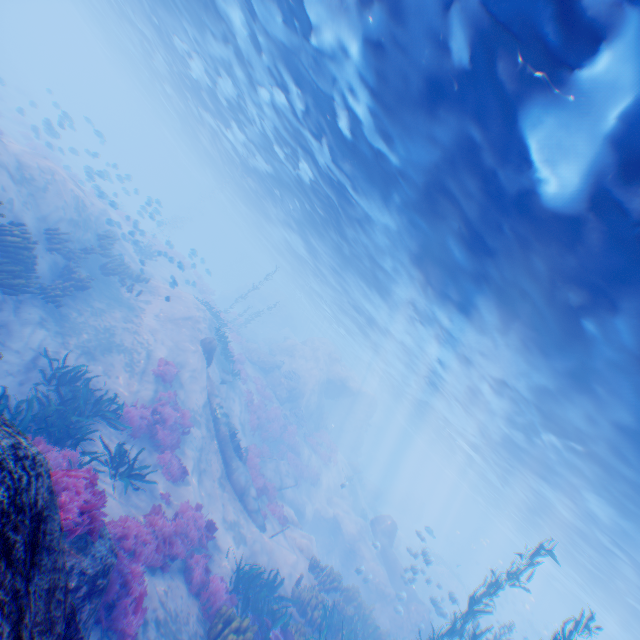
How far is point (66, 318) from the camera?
12.1m

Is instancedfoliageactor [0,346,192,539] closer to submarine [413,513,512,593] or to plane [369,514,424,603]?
plane [369,514,424,603]

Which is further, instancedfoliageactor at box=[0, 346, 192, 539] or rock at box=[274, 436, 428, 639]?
rock at box=[274, 436, 428, 639]

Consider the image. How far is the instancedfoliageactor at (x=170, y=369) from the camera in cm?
1424

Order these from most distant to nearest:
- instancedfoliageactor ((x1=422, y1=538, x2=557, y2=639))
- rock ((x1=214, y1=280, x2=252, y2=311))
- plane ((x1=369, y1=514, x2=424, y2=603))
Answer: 1. rock ((x1=214, y1=280, x2=252, y2=311))
2. plane ((x1=369, y1=514, x2=424, y2=603))
3. instancedfoliageactor ((x1=422, y1=538, x2=557, y2=639))

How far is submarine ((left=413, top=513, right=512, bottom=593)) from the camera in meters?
50.2

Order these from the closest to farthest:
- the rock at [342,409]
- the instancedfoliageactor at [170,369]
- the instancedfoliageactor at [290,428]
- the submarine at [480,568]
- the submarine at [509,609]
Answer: the instancedfoliageactor at [170,369]
the instancedfoliageactor at [290,428]
the rock at [342,409]
the submarine at [509,609]
the submarine at [480,568]

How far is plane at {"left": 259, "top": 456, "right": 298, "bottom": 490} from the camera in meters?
18.6 m
